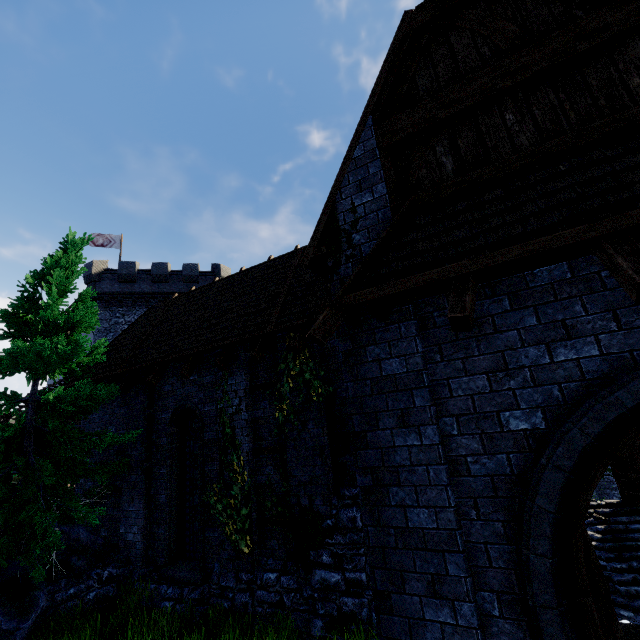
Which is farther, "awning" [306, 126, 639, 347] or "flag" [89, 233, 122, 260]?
"flag" [89, 233, 122, 260]

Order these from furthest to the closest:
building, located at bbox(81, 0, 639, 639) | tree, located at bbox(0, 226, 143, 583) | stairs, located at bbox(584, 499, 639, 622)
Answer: stairs, located at bbox(584, 499, 639, 622)
tree, located at bbox(0, 226, 143, 583)
building, located at bbox(81, 0, 639, 639)

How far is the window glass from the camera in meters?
8.6

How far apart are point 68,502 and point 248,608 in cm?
565

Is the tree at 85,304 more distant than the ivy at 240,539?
No

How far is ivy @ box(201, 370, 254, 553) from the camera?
7.19m

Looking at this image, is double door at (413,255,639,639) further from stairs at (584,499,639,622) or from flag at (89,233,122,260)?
flag at (89,233,122,260)

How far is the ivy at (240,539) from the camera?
7.2m
